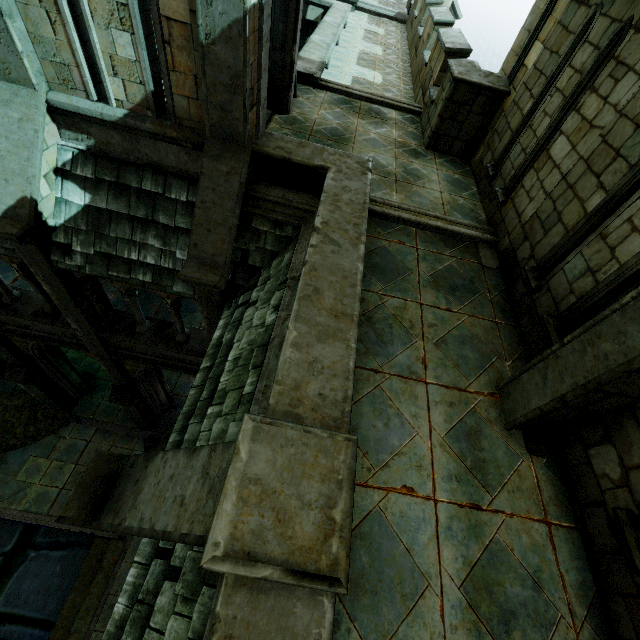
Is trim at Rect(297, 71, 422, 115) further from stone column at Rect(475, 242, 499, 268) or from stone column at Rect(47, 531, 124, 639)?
stone column at Rect(47, 531, 124, 639)

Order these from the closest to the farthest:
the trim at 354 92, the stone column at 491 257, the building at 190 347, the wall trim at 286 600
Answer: the wall trim at 286 600 < the building at 190 347 < the stone column at 491 257 < the trim at 354 92

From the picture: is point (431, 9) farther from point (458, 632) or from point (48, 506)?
point (48, 506)

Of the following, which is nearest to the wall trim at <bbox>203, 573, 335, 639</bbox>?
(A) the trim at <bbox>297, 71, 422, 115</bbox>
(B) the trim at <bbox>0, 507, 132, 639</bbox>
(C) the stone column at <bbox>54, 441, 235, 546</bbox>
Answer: (C) the stone column at <bbox>54, 441, 235, 546</bbox>

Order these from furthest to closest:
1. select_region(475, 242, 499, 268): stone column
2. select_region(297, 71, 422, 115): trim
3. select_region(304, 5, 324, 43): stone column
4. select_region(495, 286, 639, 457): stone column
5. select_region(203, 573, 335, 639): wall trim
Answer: select_region(304, 5, 324, 43): stone column, select_region(297, 71, 422, 115): trim, select_region(475, 242, 499, 268): stone column, select_region(495, 286, 639, 457): stone column, select_region(203, 573, 335, 639): wall trim

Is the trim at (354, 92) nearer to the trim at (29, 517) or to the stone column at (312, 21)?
the stone column at (312, 21)

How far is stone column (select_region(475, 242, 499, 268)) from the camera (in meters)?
5.61

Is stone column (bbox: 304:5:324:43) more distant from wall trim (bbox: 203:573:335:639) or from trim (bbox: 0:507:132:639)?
trim (bbox: 0:507:132:639)
